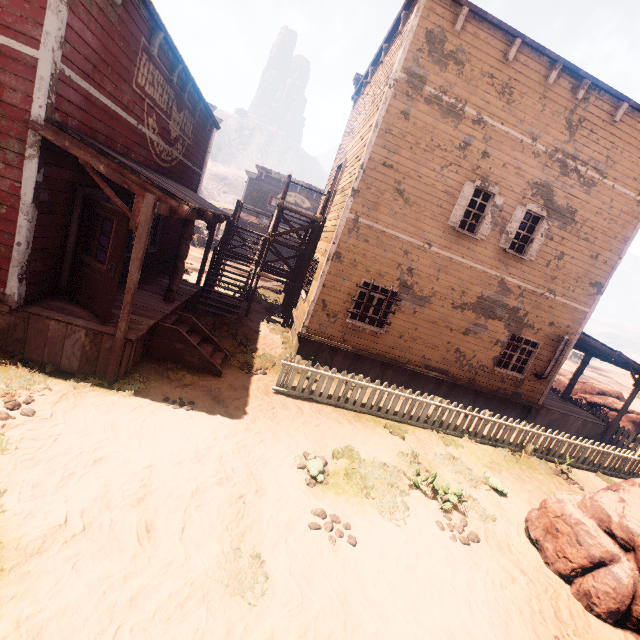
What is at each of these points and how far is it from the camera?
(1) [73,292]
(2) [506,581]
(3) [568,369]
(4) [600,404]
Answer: (1) bp, 6.8 meters
(2) z, 5.0 meters
(3) z, 42.2 meters
(4) instancedfoliageactor, 16.6 meters

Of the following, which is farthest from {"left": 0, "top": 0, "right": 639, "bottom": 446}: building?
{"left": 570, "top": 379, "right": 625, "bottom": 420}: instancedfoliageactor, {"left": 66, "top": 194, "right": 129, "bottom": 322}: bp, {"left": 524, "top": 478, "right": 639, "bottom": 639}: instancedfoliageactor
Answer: {"left": 524, "top": 478, "right": 639, "bottom": 639}: instancedfoliageactor

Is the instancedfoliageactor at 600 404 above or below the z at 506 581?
above

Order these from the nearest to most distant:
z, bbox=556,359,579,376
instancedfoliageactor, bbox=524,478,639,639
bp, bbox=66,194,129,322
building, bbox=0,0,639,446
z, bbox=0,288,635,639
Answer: z, bbox=0,288,635,639 → instancedfoliageactor, bbox=524,478,639,639 → building, bbox=0,0,639,446 → bp, bbox=66,194,129,322 → z, bbox=556,359,579,376

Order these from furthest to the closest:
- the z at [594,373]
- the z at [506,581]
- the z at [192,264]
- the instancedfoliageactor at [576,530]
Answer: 1. the z at [594,373]
2. the z at [192,264]
3. the instancedfoliageactor at [576,530]
4. the z at [506,581]

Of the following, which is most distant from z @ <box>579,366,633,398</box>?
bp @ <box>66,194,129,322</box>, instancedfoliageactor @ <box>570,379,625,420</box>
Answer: bp @ <box>66,194,129,322</box>

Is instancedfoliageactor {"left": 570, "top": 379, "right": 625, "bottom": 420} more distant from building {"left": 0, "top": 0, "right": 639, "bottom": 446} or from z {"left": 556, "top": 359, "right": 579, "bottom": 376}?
building {"left": 0, "top": 0, "right": 639, "bottom": 446}

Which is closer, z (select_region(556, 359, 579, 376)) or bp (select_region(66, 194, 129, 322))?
bp (select_region(66, 194, 129, 322))
